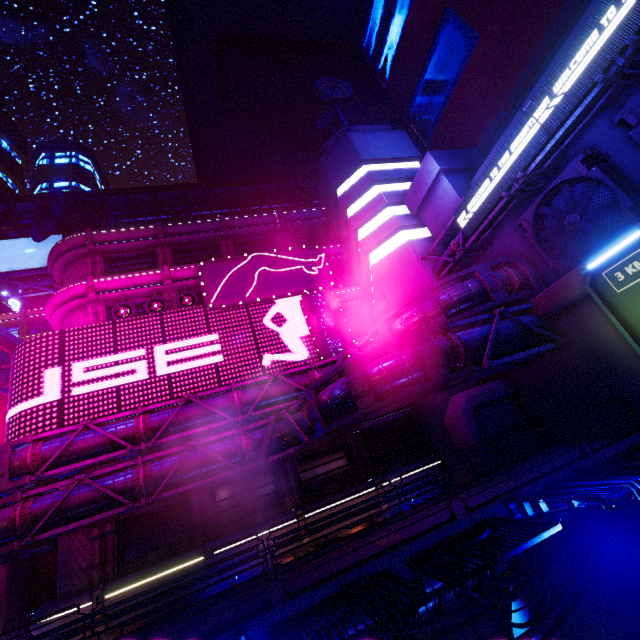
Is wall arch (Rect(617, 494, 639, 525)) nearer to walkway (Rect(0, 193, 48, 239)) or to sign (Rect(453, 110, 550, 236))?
sign (Rect(453, 110, 550, 236))

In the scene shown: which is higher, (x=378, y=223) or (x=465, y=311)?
(x=378, y=223)

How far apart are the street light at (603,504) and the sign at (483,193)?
13.3 meters

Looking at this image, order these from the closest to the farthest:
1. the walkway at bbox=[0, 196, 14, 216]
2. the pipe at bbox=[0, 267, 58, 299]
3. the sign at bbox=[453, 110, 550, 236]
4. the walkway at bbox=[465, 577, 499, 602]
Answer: the walkway at bbox=[465, 577, 499, 602] < the sign at bbox=[453, 110, 550, 236] < the pipe at bbox=[0, 267, 58, 299] < the walkway at bbox=[0, 196, 14, 216]

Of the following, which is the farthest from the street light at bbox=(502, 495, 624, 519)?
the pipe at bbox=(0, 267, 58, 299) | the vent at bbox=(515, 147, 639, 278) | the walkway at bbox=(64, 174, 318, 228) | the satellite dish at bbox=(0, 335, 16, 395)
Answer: the walkway at bbox=(64, 174, 318, 228)

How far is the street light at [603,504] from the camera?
6.4 meters

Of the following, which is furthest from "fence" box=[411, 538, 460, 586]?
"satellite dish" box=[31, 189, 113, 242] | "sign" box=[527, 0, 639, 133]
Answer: "satellite dish" box=[31, 189, 113, 242]

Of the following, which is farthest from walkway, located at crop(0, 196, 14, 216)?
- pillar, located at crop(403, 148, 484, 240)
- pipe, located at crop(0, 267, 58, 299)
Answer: pillar, located at crop(403, 148, 484, 240)
